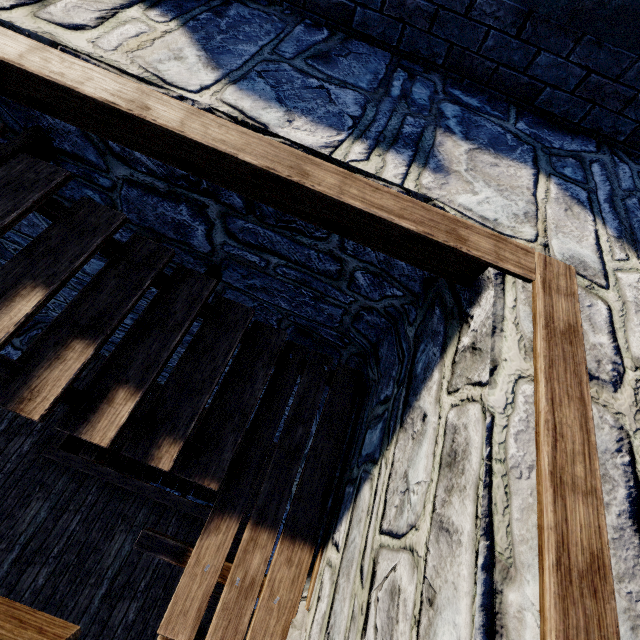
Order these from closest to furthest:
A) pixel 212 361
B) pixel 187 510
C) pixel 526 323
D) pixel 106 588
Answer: pixel 526 323 < pixel 212 361 < pixel 106 588 < pixel 187 510
